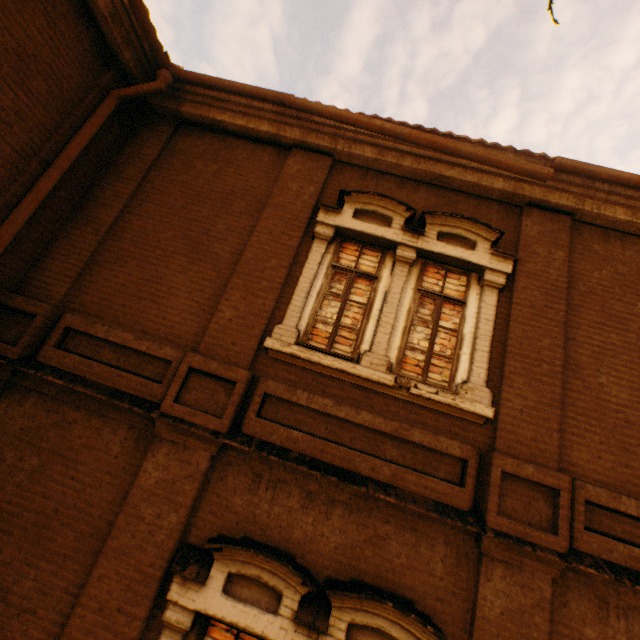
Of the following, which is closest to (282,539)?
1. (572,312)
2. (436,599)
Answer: (436,599)
